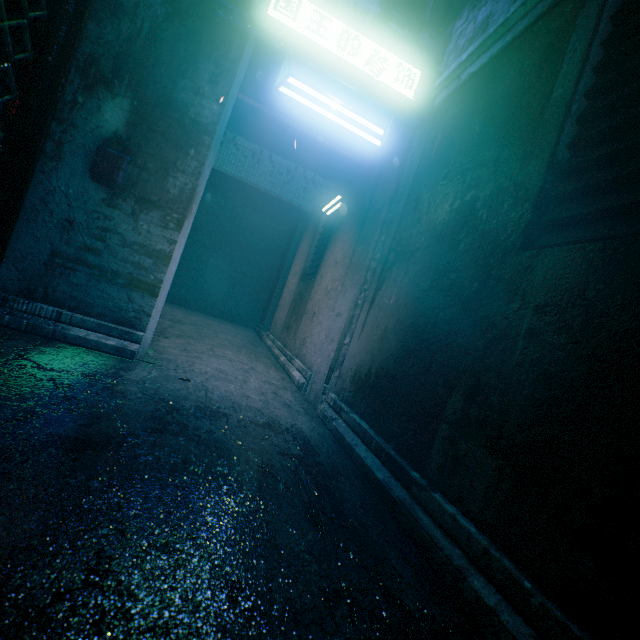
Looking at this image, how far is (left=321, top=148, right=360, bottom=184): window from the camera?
7.8m

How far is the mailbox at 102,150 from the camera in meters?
2.3

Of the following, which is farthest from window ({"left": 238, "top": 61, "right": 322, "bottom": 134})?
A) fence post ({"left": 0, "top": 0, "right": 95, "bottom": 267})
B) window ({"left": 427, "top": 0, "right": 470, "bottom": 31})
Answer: fence post ({"left": 0, "top": 0, "right": 95, "bottom": 267})

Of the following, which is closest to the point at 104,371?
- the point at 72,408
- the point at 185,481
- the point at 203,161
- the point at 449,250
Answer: the point at 72,408

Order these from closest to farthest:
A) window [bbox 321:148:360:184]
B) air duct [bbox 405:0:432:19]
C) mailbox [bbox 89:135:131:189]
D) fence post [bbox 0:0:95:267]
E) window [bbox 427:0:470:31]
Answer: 1. fence post [bbox 0:0:95:267]
2. mailbox [bbox 89:135:131:189]
3. air duct [bbox 405:0:432:19]
4. window [bbox 427:0:470:31]
5. window [bbox 321:148:360:184]

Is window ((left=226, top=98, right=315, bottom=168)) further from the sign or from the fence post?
the fence post

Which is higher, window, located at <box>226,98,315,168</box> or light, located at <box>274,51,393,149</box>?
window, located at <box>226,98,315,168</box>

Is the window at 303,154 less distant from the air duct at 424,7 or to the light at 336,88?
the air duct at 424,7
